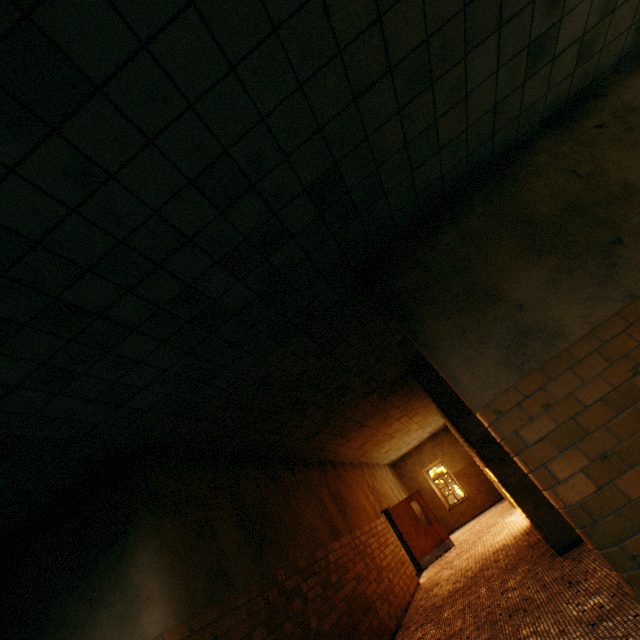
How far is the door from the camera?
11.5m

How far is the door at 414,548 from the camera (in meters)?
11.51

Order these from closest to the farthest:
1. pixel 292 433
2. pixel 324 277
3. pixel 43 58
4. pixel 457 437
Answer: pixel 43 58 < pixel 324 277 < pixel 292 433 < pixel 457 437
